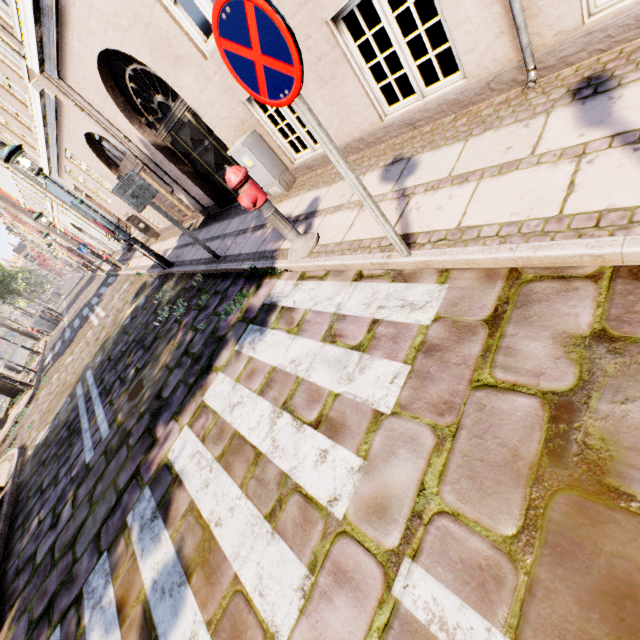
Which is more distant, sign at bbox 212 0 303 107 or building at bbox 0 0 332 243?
building at bbox 0 0 332 243

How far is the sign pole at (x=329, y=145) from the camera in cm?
190

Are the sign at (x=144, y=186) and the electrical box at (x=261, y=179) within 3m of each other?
yes

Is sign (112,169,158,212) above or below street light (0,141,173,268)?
below

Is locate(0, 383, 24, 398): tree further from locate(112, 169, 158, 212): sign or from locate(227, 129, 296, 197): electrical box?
locate(227, 129, 296, 197): electrical box

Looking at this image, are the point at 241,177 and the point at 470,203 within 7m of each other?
yes

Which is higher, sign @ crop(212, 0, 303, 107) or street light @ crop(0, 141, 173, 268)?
street light @ crop(0, 141, 173, 268)

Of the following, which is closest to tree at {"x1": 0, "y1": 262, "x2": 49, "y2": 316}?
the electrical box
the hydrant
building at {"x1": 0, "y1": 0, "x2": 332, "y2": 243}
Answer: building at {"x1": 0, "y1": 0, "x2": 332, "y2": 243}
